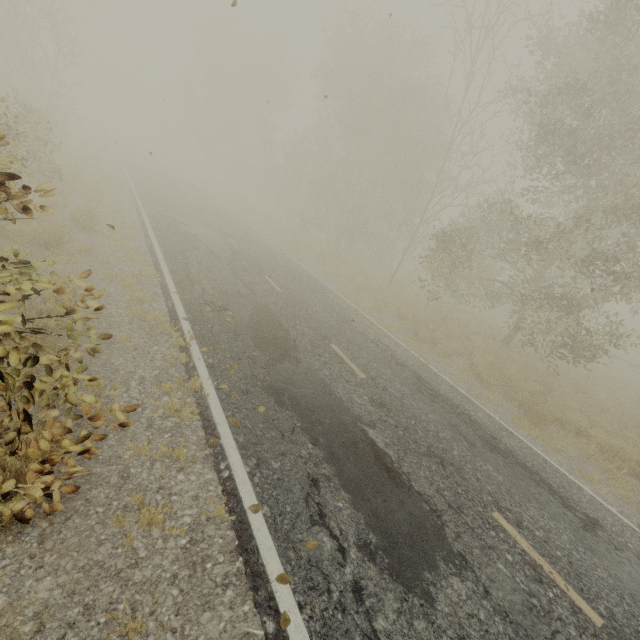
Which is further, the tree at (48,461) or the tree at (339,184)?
the tree at (339,184)

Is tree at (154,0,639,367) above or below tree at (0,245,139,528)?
above

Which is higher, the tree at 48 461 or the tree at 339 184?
the tree at 339 184

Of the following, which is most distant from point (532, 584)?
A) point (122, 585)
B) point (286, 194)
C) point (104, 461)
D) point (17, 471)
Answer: point (286, 194)

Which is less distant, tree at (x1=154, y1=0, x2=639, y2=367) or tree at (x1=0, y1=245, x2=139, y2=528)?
tree at (x1=0, y1=245, x2=139, y2=528)
